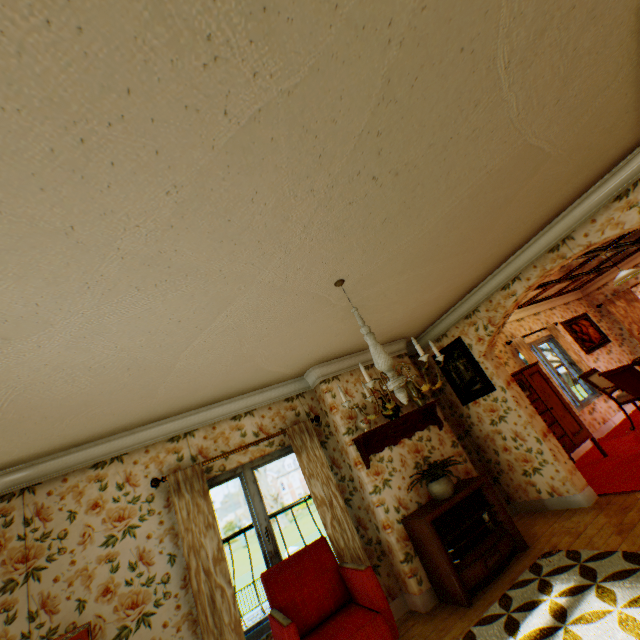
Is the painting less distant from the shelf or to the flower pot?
the shelf

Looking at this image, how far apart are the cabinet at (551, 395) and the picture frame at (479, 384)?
0.6 meters

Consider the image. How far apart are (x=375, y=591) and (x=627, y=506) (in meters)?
3.23

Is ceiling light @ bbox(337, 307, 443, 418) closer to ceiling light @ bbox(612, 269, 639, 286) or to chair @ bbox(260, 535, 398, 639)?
chair @ bbox(260, 535, 398, 639)

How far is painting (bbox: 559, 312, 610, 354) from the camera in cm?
829

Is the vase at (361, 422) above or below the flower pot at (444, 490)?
above

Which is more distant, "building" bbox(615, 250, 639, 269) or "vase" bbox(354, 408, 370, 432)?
"building" bbox(615, 250, 639, 269)

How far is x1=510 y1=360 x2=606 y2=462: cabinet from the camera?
5.42m
